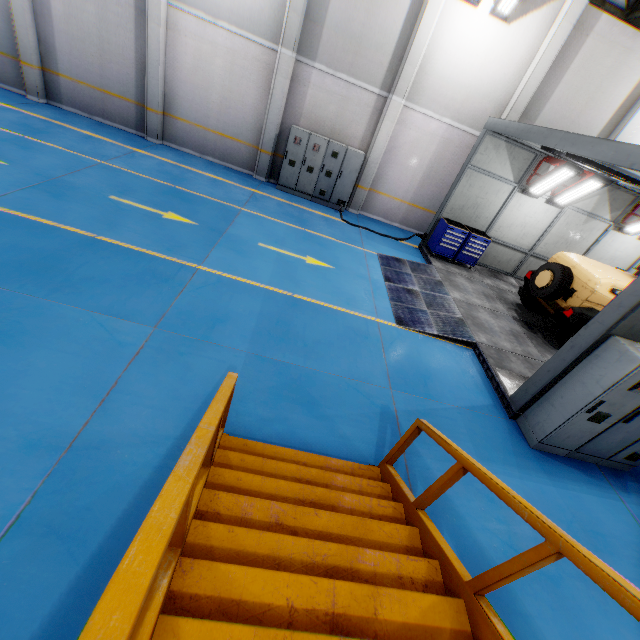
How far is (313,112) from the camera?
11.4m

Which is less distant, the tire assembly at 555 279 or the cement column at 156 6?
the tire assembly at 555 279

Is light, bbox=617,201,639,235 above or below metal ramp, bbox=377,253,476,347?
above

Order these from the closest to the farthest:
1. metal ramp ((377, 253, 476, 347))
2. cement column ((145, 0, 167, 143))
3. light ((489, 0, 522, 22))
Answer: metal ramp ((377, 253, 476, 347)), light ((489, 0, 522, 22)), cement column ((145, 0, 167, 143))

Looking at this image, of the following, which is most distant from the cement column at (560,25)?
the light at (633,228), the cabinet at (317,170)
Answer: the light at (633,228)

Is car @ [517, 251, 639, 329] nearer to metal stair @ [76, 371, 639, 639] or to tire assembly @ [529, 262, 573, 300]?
tire assembly @ [529, 262, 573, 300]

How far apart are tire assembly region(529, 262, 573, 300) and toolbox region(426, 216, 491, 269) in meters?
2.3

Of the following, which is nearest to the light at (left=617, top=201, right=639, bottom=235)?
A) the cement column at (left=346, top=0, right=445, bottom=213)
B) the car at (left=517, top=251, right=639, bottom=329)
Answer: the car at (left=517, top=251, right=639, bottom=329)
